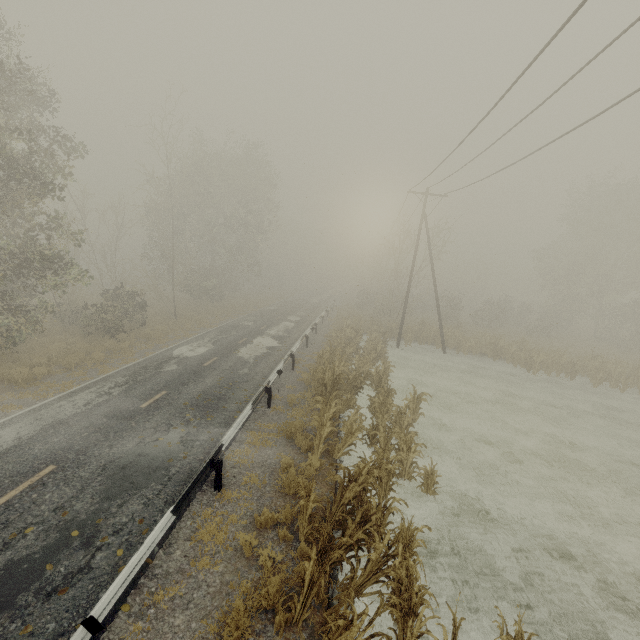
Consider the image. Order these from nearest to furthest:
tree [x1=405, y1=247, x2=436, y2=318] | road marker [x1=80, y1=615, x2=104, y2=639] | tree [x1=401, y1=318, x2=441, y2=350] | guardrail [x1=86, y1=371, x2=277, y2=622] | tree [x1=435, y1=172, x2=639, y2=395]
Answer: road marker [x1=80, y1=615, x2=104, y2=639], guardrail [x1=86, y1=371, x2=277, y2=622], tree [x1=435, y1=172, x2=639, y2=395], tree [x1=401, y1=318, x2=441, y2=350], tree [x1=405, y1=247, x2=436, y2=318]

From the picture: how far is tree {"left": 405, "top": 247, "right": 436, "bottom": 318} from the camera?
31.17m

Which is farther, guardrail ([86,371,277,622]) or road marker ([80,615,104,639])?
guardrail ([86,371,277,622])

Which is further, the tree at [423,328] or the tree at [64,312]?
the tree at [423,328]

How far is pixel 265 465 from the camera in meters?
9.6 m

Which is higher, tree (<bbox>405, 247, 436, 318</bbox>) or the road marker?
tree (<bbox>405, 247, 436, 318</bbox>)

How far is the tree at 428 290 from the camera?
31.2m

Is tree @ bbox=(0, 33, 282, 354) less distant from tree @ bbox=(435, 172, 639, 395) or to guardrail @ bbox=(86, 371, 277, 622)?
guardrail @ bbox=(86, 371, 277, 622)
